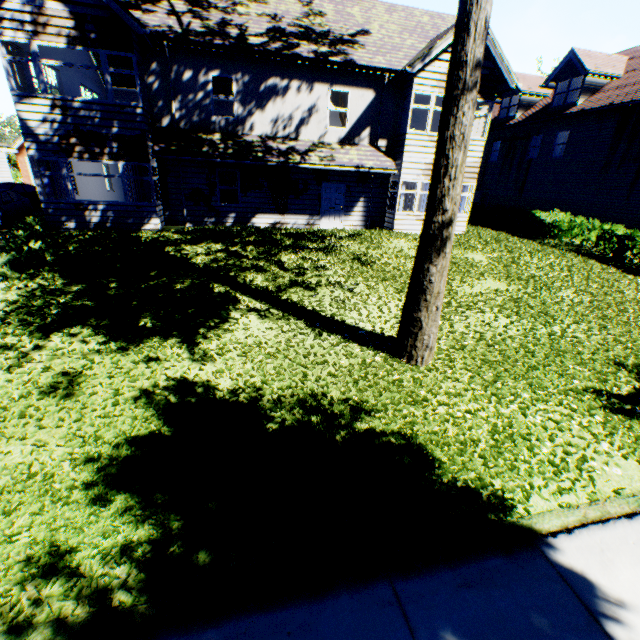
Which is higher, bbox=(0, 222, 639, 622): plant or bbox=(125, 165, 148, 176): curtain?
bbox=(125, 165, 148, 176): curtain

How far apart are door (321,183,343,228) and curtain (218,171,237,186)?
3.8 meters

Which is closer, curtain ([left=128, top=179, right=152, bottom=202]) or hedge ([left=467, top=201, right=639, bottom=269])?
curtain ([left=128, top=179, right=152, bottom=202])

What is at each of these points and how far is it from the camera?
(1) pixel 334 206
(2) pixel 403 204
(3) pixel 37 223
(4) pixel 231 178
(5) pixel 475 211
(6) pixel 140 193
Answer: (1) door, 16.2m
(2) curtain, 16.2m
(3) hedge, 12.7m
(4) curtain, 14.9m
(5) hedge, 23.1m
(6) curtain, 13.5m

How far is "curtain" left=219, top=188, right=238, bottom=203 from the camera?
15.06m

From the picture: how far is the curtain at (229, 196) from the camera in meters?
15.1

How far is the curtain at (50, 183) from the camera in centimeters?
1238cm
